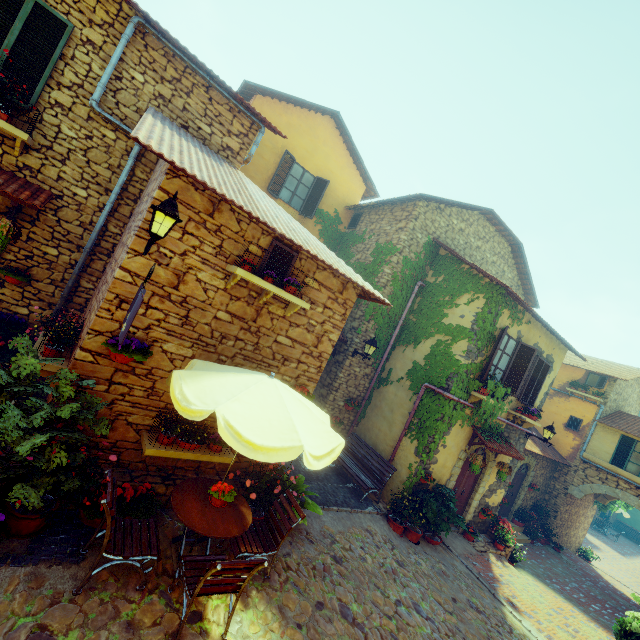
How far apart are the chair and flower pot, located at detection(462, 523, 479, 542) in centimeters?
1030cm

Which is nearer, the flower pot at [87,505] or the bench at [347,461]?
the flower pot at [87,505]

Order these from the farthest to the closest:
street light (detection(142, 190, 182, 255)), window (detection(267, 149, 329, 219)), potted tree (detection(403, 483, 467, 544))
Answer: window (detection(267, 149, 329, 219)) → potted tree (detection(403, 483, 467, 544)) → street light (detection(142, 190, 182, 255))

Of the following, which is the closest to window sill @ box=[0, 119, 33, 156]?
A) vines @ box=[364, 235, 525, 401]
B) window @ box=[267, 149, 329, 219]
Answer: window @ box=[267, 149, 329, 219]

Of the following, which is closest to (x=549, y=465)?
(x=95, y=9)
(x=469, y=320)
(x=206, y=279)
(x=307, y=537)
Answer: (x=469, y=320)

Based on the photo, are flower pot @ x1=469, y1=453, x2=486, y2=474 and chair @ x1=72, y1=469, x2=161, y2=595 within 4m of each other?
no

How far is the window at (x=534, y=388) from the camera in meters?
9.5 m

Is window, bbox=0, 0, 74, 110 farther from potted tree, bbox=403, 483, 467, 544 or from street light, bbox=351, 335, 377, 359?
potted tree, bbox=403, 483, 467, 544
